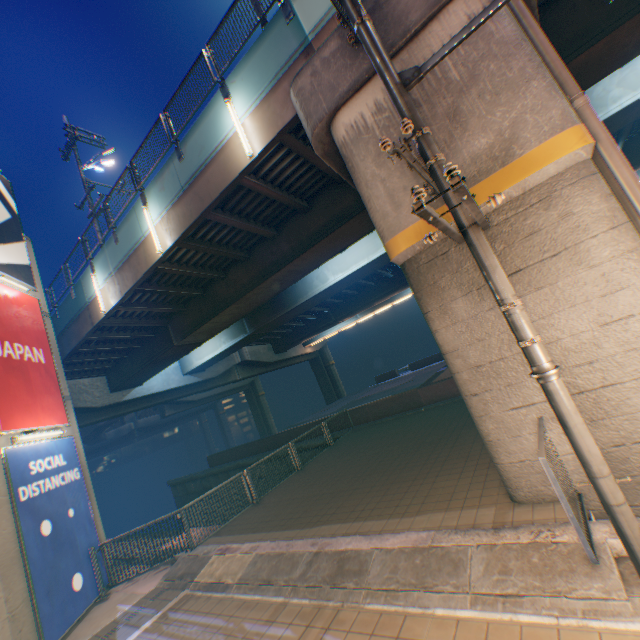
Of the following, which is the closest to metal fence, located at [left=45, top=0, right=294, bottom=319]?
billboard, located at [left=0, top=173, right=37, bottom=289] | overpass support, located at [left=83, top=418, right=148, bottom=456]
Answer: billboard, located at [left=0, top=173, right=37, bottom=289]

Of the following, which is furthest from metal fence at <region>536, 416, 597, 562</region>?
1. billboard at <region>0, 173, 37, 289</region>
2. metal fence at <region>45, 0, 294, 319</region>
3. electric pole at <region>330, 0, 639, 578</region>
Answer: billboard at <region>0, 173, 37, 289</region>

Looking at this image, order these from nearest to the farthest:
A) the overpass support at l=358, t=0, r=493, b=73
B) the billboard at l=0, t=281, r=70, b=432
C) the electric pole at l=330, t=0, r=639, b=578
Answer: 1. the electric pole at l=330, t=0, r=639, b=578
2. the overpass support at l=358, t=0, r=493, b=73
3. the billboard at l=0, t=281, r=70, b=432

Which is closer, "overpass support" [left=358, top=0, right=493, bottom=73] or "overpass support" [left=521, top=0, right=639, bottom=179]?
"overpass support" [left=358, top=0, right=493, bottom=73]

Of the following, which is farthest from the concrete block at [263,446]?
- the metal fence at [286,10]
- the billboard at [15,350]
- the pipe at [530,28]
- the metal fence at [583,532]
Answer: the metal fence at [286,10]

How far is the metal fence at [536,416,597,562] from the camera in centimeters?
352cm

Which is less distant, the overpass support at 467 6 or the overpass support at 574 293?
the overpass support at 574 293

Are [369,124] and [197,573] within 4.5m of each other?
no
